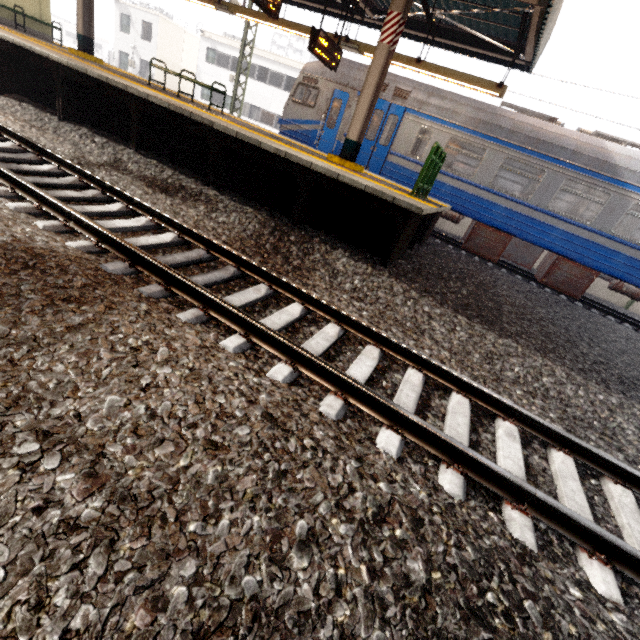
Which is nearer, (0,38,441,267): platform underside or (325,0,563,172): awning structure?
(0,38,441,267): platform underside

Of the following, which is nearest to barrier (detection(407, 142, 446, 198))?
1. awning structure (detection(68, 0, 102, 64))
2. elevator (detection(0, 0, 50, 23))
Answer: awning structure (detection(68, 0, 102, 64))

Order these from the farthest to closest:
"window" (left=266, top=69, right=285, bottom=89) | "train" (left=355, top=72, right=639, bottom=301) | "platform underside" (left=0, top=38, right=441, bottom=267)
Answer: "window" (left=266, top=69, right=285, bottom=89) < "train" (left=355, top=72, right=639, bottom=301) < "platform underside" (left=0, top=38, right=441, bottom=267)

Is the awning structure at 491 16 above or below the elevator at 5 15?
above

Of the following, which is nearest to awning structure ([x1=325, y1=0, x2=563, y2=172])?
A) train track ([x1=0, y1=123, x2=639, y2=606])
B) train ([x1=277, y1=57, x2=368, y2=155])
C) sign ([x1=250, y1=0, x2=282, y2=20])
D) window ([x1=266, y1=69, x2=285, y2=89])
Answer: sign ([x1=250, y1=0, x2=282, y2=20])

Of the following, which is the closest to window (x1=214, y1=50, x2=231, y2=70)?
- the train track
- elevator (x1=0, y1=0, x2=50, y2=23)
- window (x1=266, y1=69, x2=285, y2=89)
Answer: window (x1=266, y1=69, x2=285, y2=89)

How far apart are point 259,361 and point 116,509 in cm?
150

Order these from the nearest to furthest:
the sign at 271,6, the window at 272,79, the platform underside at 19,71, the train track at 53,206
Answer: the train track at 53,206
the platform underside at 19,71
the sign at 271,6
the window at 272,79
